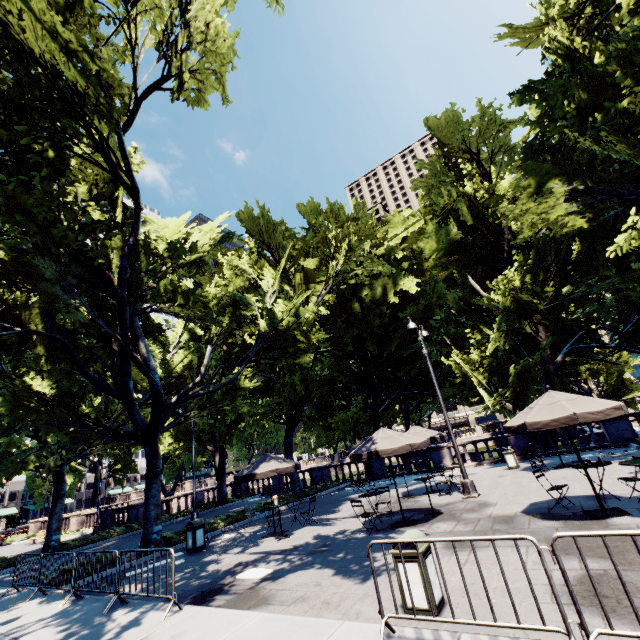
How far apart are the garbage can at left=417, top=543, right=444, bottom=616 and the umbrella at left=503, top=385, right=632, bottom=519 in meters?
5.0 m

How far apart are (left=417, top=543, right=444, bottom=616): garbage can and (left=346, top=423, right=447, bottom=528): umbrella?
4.30m

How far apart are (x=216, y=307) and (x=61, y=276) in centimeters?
1642cm

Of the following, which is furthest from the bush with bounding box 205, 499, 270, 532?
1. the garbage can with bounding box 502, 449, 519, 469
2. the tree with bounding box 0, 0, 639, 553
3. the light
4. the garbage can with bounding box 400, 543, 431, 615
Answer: the garbage can with bounding box 502, 449, 519, 469

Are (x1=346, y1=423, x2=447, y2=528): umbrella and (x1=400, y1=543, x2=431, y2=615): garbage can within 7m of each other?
yes

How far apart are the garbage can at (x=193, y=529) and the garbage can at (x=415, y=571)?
10.2m

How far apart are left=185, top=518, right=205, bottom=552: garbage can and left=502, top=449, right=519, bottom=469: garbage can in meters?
15.3

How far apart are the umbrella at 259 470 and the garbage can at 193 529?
1.90m
